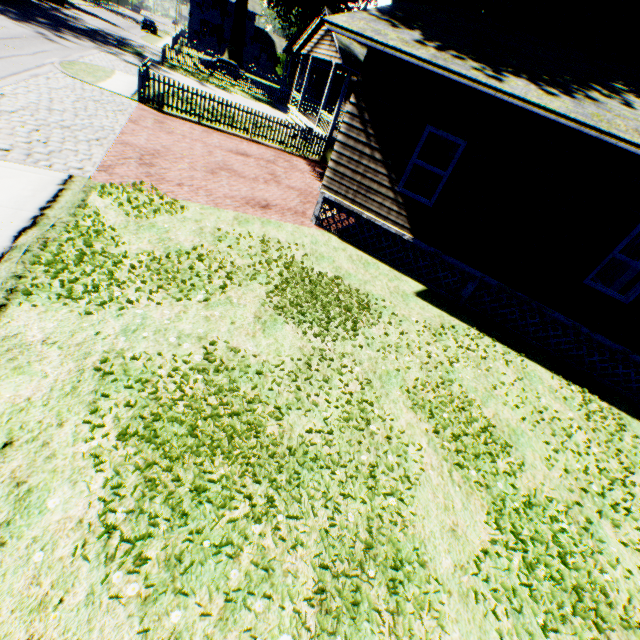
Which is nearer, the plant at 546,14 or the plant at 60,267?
the plant at 60,267

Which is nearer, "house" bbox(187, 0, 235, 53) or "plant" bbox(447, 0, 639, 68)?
"plant" bbox(447, 0, 639, 68)

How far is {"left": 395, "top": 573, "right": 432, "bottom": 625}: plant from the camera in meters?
3.0

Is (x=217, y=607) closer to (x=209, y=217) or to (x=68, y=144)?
(x=209, y=217)

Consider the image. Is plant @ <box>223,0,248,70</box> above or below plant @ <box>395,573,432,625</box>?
above

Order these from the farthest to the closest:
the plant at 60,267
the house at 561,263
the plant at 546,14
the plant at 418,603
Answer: the plant at 546,14 → the house at 561,263 → the plant at 60,267 → the plant at 418,603

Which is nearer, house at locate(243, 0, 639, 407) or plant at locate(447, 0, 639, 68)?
house at locate(243, 0, 639, 407)

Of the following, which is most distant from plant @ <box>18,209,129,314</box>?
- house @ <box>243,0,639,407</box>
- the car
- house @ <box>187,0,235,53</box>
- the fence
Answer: the car
